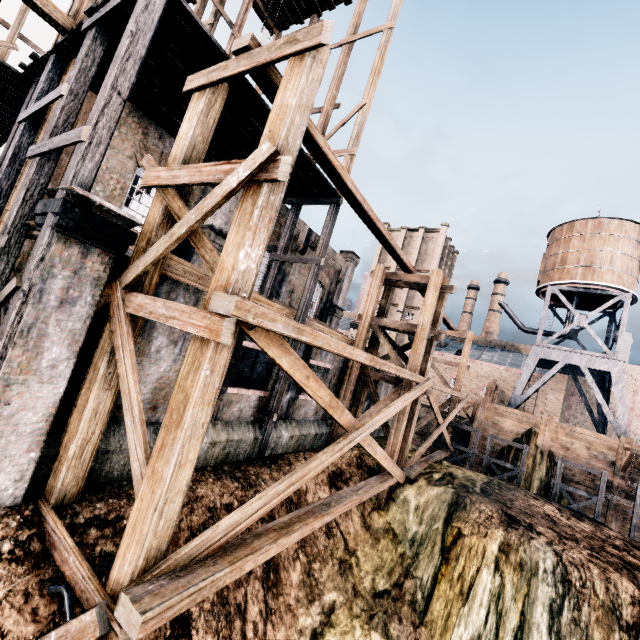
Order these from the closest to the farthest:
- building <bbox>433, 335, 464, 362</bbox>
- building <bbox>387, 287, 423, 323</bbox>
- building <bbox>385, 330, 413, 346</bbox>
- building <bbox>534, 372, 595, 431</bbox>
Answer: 1. building <bbox>534, 372, 595, 431</bbox>
2. building <bbox>433, 335, 464, 362</bbox>
3. building <bbox>385, 330, 413, 346</bbox>
4. building <bbox>387, 287, 423, 323</bbox>

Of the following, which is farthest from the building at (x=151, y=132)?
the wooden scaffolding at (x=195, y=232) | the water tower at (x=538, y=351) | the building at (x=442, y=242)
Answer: the building at (x=442, y=242)

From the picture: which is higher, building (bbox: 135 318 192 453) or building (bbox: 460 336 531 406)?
building (bbox: 460 336 531 406)

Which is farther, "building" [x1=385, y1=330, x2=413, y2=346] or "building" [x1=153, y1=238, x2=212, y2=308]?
"building" [x1=385, y1=330, x2=413, y2=346]

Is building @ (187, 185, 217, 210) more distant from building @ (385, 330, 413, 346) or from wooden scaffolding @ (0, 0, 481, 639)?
building @ (385, 330, 413, 346)

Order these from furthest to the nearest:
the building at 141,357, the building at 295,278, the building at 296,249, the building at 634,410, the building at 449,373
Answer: the building at 449,373, the building at 634,410, the building at 296,249, the building at 295,278, the building at 141,357

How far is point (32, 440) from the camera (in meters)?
6.50
